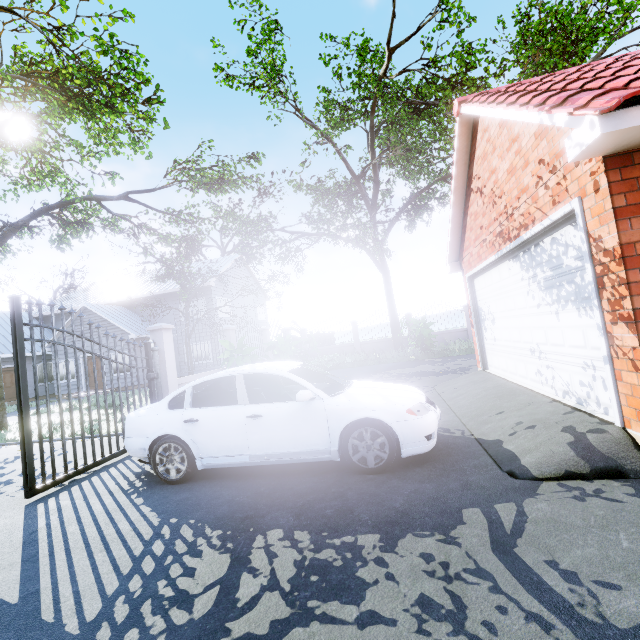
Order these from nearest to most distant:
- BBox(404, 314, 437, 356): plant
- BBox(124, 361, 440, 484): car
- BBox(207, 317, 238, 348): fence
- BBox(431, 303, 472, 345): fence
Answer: BBox(124, 361, 440, 484): car < BBox(207, 317, 238, 348): fence < BBox(404, 314, 437, 356): plant < BBox(431, 303, 472, 345): fence

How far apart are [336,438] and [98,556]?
2.58m

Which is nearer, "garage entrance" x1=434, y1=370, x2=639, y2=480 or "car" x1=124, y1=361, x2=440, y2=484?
"garage entrance" x1=434, y1=370, x2=639, y2=480

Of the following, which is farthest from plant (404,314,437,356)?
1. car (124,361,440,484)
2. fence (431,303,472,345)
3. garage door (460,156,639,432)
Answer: car (124,361,440,484)

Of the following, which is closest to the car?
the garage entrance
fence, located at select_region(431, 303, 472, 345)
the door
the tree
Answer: the garage entrance

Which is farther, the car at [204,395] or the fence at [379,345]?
the fence at [379,345]

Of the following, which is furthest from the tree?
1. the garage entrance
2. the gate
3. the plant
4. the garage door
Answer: the plant

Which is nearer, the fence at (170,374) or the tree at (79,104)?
the fence at (170,374)
